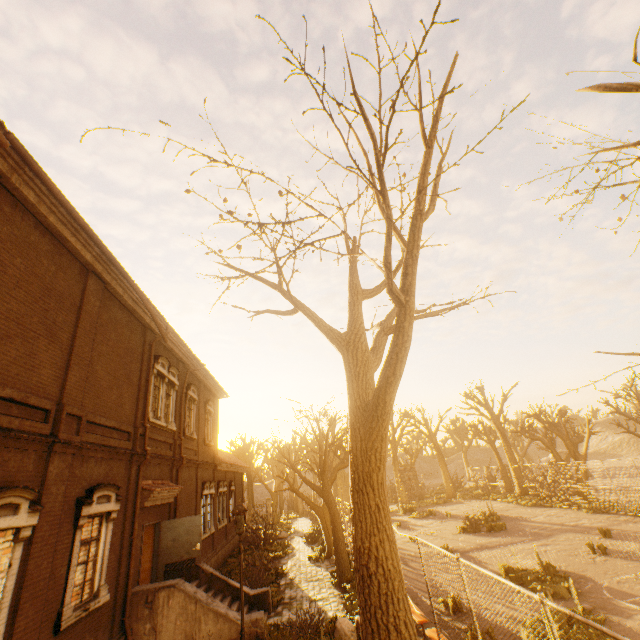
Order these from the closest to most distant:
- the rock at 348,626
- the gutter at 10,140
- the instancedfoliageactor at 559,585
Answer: the gutter at 10,140, the instancedfoliageactor at 559,585, the rock at 348,626

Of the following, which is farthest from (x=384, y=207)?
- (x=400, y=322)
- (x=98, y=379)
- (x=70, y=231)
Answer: (x=98, y=379)

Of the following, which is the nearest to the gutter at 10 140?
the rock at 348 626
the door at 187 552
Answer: the door at 187 552

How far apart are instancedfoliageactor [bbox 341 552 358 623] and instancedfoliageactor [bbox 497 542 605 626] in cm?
435

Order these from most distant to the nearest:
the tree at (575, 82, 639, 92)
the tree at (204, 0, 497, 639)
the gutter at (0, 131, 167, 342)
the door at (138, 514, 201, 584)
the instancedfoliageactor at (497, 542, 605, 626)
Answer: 1. the door at (138, 514, 201, 584)
2. the instancedfoliageactor at (497, 542, 605, 626)
3. the gutter at (0, 131, 167, 342)
4. the tree at (204, 0, 497, 639)
5. the tree at (575, 82, 639, 92)

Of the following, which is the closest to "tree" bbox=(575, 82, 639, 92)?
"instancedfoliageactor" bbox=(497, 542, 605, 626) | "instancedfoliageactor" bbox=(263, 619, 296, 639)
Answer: "instancedfoliageactor" bbox=(263, 619, 296, 639)

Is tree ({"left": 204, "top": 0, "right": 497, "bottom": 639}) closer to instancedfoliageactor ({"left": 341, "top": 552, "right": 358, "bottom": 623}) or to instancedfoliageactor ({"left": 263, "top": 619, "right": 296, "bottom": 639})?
instancedfoliageactor ({"left": 341, "top": 552, "right": 358, "bottom": 623})

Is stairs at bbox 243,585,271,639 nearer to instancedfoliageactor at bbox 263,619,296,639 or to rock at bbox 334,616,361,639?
instancedfoliageactor at bbox 263,619,296,639
